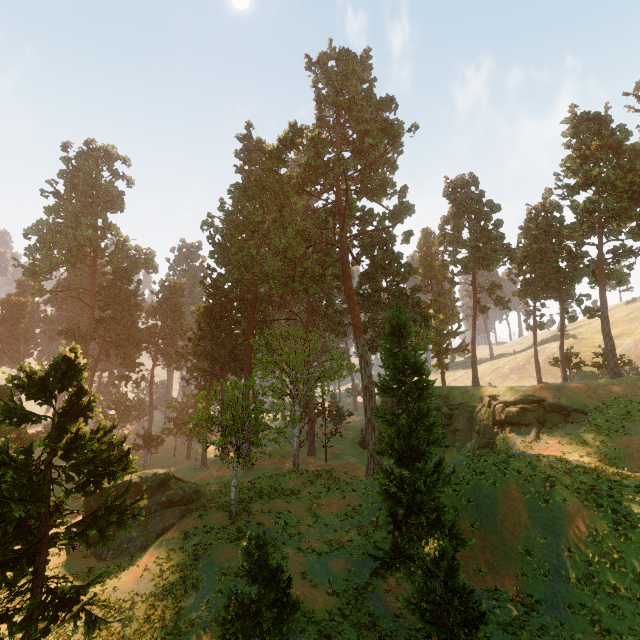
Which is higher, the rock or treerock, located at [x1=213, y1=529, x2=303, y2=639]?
the rock

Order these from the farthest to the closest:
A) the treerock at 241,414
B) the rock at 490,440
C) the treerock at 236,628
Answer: the rock at 490,440 → the treerock at 241,414 → the treerock at 236,628

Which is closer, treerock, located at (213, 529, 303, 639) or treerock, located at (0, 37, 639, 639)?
treerock, located at (213, 529, 303, 639)

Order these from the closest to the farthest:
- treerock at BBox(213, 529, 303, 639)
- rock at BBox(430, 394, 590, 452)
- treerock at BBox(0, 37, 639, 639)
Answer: treerock at BBox(213, 529, 303, 639) → treerock at BBox(0, 37, 639, 639) → rock at BBox(430, 394, 590, 452)

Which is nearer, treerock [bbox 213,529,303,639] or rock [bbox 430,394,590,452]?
treerock [bbox 213,529,303,639]

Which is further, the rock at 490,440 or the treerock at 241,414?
the rock at 490,440

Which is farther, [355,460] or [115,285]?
[115,285]

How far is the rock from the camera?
28.8 meters
